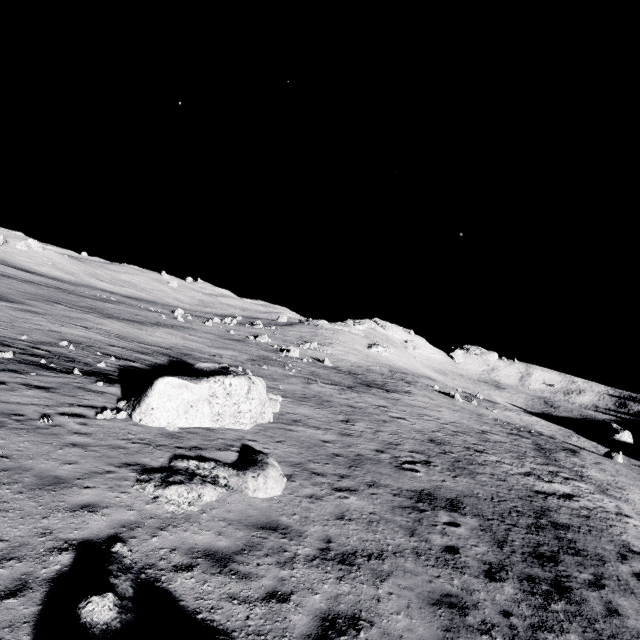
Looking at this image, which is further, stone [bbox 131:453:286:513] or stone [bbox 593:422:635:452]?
stone [bbox 593:422:635:452]

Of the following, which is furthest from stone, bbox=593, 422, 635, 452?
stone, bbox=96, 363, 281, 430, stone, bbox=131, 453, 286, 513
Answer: stone, bbox=131, 453, 286, 513

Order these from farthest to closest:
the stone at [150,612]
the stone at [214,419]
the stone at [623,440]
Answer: the stone at [623,440] < the stone at [214,419] < the stone at [150,612]

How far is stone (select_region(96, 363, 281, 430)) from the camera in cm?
1104

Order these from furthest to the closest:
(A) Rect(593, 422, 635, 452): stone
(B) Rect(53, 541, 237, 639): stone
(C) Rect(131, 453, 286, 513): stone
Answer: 1. (A) Rect(593, 422, 635, 452): stone
2. (C) Rect(131, 453, 286, 513): stone
3. (B) Rect(53, 541, 237, 639): stone

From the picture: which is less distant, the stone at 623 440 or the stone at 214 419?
the stone at 214 419

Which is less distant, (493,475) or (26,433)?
(26,433)

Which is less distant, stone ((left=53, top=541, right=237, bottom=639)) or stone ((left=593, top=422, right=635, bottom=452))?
stone ((left=53, top=541, right=237, bottom=639))
